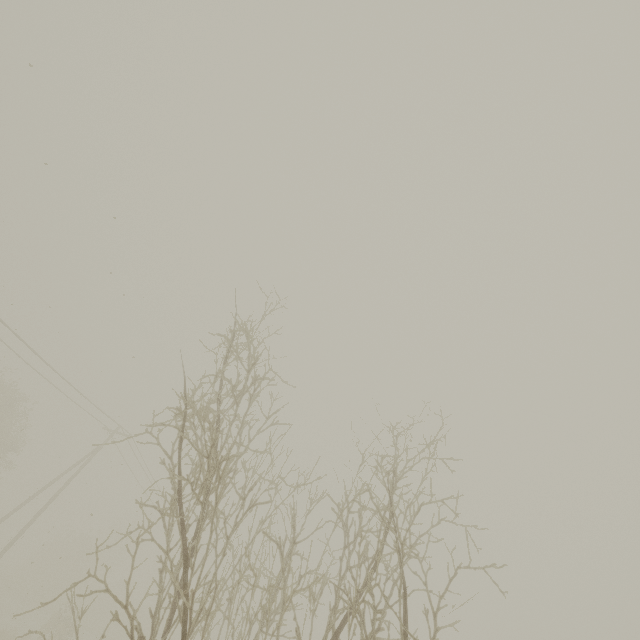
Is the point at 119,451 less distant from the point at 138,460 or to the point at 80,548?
the point at 138,460
